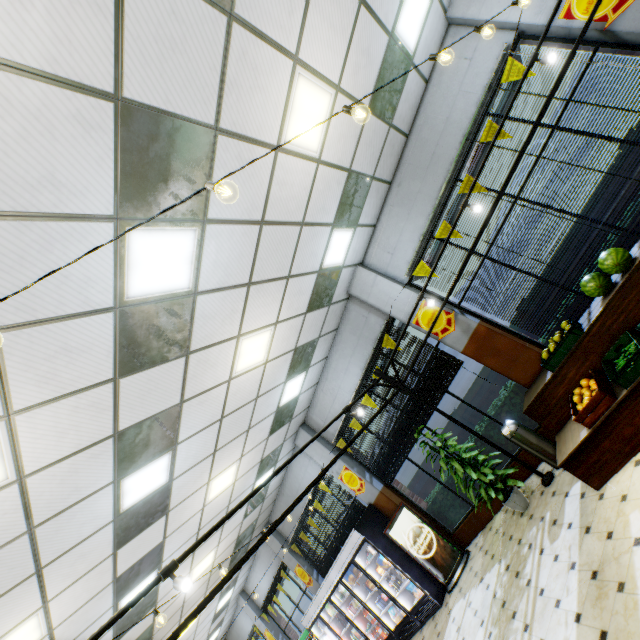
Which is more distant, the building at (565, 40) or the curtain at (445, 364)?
the curtain at (445, 364)

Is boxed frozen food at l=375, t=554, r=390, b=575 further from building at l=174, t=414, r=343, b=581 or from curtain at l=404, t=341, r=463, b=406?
curtain at l=404, t=341, r=463, b=406

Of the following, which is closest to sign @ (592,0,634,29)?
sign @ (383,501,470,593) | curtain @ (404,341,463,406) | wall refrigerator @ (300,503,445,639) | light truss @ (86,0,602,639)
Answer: light truss @ (86,0,602,639)

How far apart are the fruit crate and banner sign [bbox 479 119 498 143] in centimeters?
304cm

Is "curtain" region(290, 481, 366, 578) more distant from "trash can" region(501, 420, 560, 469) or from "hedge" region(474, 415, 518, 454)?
"trash can" region(501, 420, 560, 469)

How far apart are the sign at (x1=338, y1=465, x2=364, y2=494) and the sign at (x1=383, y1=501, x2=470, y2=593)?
1.0m

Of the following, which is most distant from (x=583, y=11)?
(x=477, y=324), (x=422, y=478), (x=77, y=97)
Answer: (x=422, y=478)

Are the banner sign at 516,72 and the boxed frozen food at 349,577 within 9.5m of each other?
no
